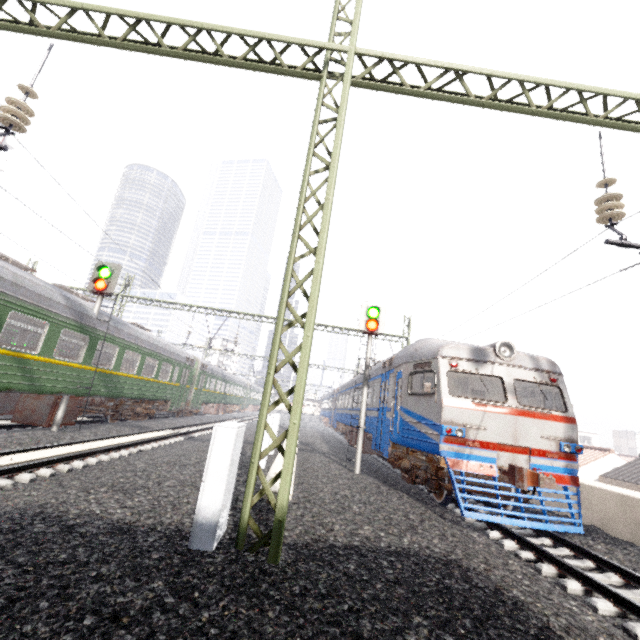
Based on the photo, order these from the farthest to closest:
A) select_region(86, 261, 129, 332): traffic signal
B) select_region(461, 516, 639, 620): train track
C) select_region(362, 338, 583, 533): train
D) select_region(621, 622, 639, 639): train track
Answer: select_region(86, 261, 129, 332): traffic signal
select_region(362, 338, 583, 533): train
select_region(461, 516, 639, 620): train track
select_region(621, 622, 639, 639): train track

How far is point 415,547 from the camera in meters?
4.9

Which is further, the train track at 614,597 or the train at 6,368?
the train at 6,368

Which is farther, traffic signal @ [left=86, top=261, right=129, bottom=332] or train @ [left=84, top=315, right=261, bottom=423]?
train @ [left=84, top=315, right=261, bottom=423]

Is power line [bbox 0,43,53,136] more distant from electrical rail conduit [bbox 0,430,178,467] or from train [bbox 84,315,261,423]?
electrical rail conduit [bbox 0,430,178,467]

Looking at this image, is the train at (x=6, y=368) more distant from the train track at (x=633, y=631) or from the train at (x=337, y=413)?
the train track at (x=633, y=631)

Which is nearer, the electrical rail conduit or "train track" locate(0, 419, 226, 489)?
"train track" locate(0, 419, 226, 489)

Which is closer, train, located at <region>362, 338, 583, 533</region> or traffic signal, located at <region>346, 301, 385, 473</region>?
train, located at <region>362, 338, 583, 533</region>
